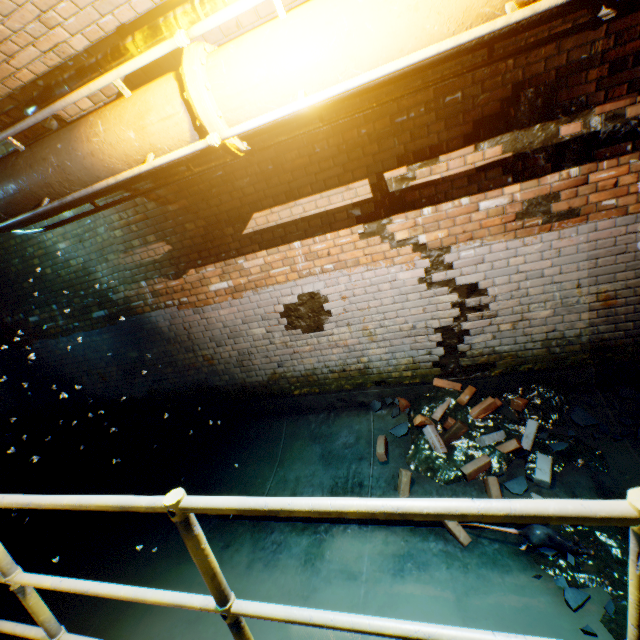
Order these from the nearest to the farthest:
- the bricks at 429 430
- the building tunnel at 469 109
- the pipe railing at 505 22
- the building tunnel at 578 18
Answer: the pipe railing at 505 22 → the building tunnel at 578 18 → the building tunnel at 469 109 → the bricks at 429 430

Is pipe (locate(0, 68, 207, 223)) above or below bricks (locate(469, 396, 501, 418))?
above

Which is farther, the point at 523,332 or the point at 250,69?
the point at 523,332

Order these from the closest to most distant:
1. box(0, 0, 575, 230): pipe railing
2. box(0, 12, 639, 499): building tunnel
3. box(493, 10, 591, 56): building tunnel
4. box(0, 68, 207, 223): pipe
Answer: box(0, 0, 575, 230): pipe railing, box(0, 68, 207, 223): pipe, box(493, 10, 591, 56): building tunnel, box(0, 12, 639, 499): building tunnel

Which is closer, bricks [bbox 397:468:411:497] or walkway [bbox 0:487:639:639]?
walkway [bbox 0:487:639:639]

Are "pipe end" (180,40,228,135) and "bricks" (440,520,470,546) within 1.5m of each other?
no

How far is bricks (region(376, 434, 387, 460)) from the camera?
3.62m

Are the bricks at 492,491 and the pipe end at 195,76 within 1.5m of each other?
no
